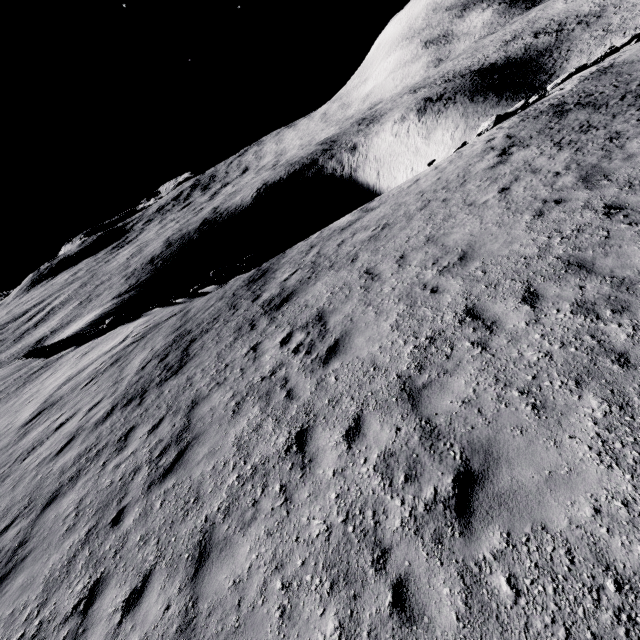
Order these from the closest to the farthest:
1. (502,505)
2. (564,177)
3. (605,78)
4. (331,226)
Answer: (502,505), (564,177), (605,78), (331,226)

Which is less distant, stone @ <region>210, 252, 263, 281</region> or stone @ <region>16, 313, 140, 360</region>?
stone @ <region>210, 252, 263, 281</region>

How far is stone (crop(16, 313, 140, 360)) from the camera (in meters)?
21.38

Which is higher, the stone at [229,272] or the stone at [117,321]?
the stone at [117,321]

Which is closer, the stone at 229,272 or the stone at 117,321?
the stone at 229,272

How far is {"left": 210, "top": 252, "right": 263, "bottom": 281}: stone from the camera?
19.0m

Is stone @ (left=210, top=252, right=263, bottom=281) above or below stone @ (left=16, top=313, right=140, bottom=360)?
below
